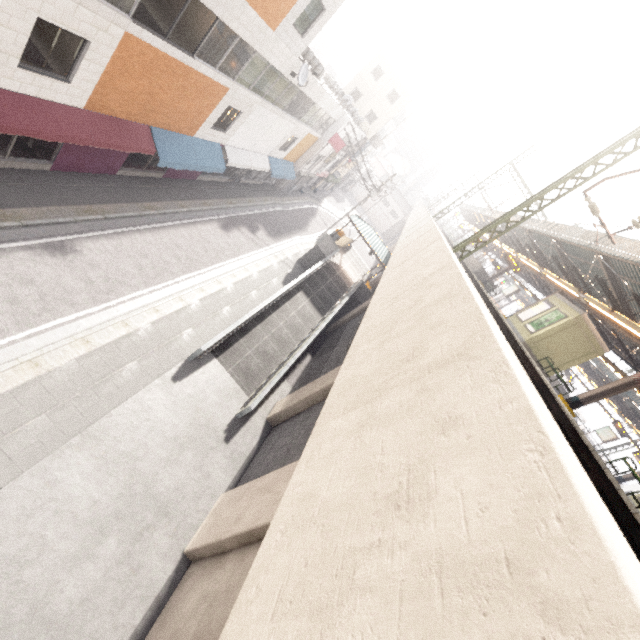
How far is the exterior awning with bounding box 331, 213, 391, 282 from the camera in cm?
2409

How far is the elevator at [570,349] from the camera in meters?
15.4 m

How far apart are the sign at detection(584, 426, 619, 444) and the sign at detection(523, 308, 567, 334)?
Result: 17.70m

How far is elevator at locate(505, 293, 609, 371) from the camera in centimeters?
1544cm

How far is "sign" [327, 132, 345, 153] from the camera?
28.06m

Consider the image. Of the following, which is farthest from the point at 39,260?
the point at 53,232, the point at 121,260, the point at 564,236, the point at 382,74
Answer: the point at 382,74

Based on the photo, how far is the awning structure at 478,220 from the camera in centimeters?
3079cm

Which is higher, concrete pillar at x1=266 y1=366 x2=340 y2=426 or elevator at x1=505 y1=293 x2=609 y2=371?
elevator at x1=505 y1=293 x2=609 y2=371
